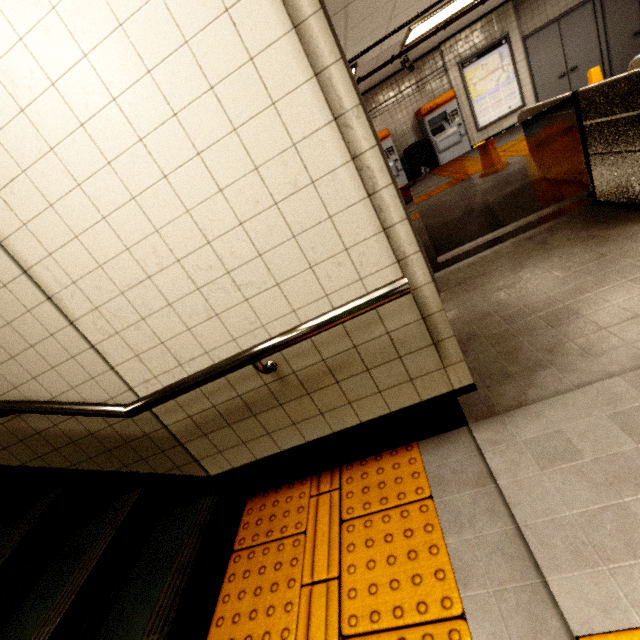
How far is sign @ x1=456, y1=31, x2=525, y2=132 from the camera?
8.1m

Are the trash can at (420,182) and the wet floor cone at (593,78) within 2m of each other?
no

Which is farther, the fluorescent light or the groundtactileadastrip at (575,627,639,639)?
the fluorescent light

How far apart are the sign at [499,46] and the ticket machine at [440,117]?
0.4m

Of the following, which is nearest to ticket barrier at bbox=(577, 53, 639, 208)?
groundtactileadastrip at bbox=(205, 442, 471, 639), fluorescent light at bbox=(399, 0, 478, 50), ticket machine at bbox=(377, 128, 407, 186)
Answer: groundtactileadastrip at bbox=(205, 442, 471, 639)

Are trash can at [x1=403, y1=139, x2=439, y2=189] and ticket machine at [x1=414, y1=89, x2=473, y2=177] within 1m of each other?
yes

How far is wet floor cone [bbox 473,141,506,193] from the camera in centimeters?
544cm

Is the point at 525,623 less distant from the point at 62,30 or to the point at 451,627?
the point at 451,627
